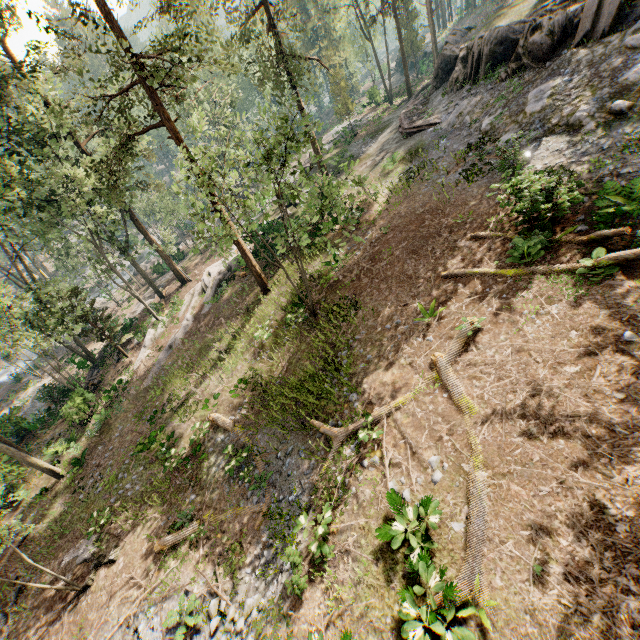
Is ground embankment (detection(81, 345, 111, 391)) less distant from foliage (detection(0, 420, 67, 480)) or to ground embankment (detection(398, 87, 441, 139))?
foliage (detection(0, 420, 67, 480))

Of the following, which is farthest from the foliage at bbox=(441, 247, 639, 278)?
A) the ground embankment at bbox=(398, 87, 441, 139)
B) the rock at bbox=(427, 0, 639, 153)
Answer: the ground embankment at bbox=(398, 87, 441, 139)

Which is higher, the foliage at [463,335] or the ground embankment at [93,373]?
the foliage at [463,335]

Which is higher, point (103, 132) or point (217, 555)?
point (103, 132)

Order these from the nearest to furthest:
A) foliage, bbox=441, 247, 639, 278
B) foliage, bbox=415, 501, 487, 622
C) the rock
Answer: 1. foliage, bbox=415, 501, 487, 622
2. foliage, bbox=441, 247, 639, 278
3. the rock

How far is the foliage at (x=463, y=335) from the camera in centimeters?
952cm

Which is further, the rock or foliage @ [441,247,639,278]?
the rock
